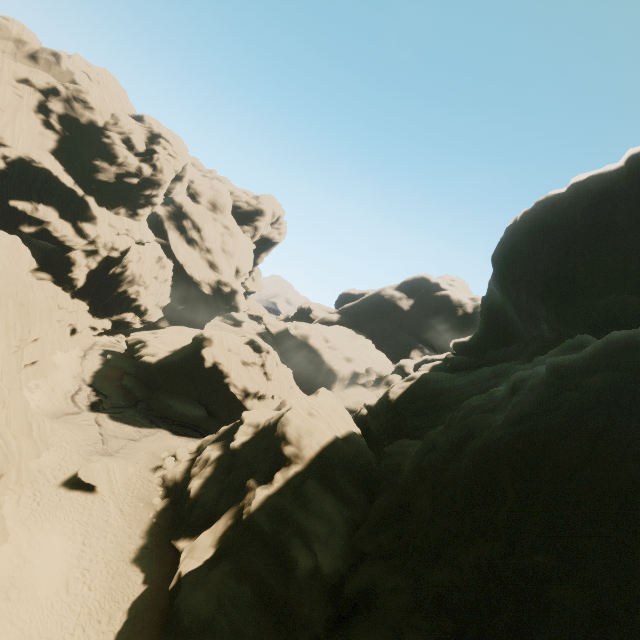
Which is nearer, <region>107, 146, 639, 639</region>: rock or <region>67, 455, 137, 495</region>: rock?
<region>107, 146, 639, 639</region>: rock

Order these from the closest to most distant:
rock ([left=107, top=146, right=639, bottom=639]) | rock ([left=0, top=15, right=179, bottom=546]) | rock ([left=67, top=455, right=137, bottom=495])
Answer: rock ([left=107, top=146, right=639, bottom=639]) → rock ([left=67, top=455, right=137, bottom=495]) → rock ([left=0, top=15, right=179, bottom=546])

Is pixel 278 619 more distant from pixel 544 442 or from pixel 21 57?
pixel 21 57

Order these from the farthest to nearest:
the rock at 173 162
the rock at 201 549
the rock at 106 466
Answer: the rock at 173 162 → the rock at 106 466 → the rock at 201 549

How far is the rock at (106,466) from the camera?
25.09m

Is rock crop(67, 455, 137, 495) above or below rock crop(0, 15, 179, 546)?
below

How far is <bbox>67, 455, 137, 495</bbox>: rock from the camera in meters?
25.1
